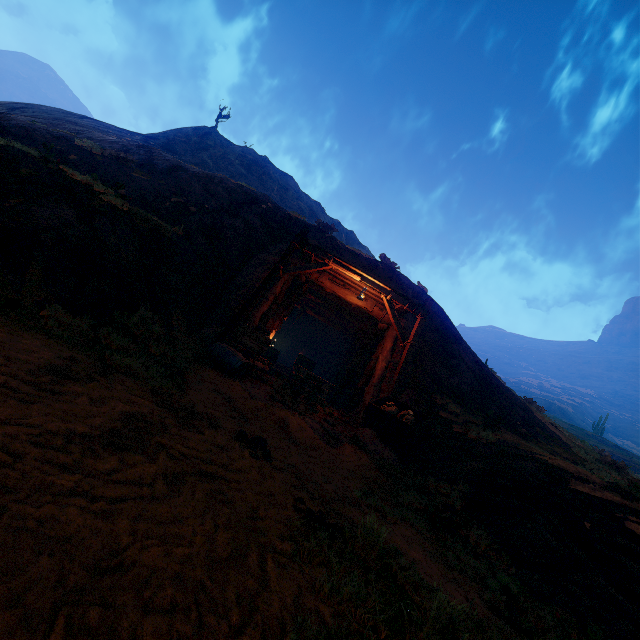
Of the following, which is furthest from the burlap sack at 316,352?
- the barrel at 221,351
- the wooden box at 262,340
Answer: the barrel at 221,351

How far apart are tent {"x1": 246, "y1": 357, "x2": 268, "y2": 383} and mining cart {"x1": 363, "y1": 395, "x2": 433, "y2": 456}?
2.5m

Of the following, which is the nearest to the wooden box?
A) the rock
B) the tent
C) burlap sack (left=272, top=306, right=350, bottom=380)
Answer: the tent

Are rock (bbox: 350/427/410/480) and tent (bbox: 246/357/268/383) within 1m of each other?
no

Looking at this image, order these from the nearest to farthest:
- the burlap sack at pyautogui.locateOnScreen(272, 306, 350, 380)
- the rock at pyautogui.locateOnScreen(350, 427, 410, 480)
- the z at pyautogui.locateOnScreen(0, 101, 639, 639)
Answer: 1. the z at pyautogui.locateOnScreen(0, 101, 639, 639)
2. the rock at pyautogui.locateOnScreen(350, 427, 410, 480)
3. the burlap sack at pyautogui.locateOnScreen(272, 306, 350, 380)

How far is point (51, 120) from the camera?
18.6m

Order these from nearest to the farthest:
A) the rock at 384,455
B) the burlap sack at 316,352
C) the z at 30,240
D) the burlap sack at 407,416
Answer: the z at 30,240 < the rock at 384,455 < the burlap sack at 407,416 < the burlap sack at 316,352

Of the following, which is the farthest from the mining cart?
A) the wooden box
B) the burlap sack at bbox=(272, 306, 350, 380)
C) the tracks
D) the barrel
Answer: the burlap sack at bbox=(272, 306, 350, 380)
